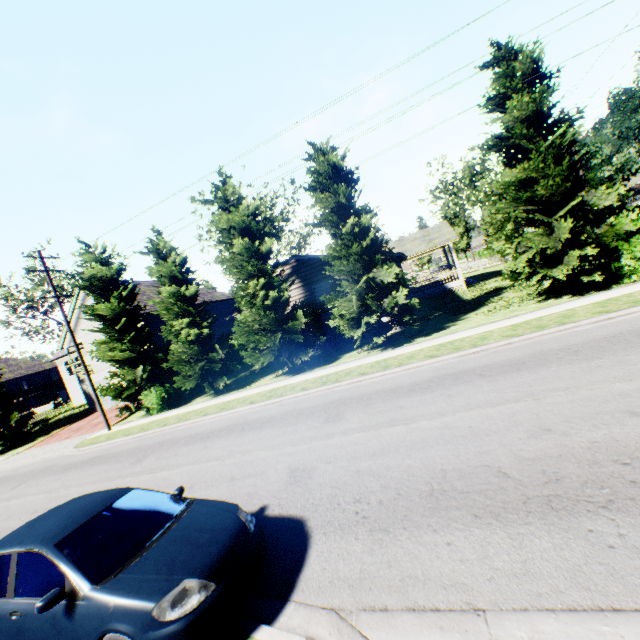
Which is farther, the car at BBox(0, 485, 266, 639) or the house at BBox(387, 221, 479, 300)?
the house at BBox(387, 221, 479, 300)

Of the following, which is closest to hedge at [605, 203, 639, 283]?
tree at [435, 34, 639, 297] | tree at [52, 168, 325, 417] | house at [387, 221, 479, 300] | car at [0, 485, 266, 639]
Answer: tree at [435, 34, 639, 297]

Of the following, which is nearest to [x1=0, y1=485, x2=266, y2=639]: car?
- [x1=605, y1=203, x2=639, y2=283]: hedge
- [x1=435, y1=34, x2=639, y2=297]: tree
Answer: [x1=435, y1=34, x2=639, y2=297]: tree

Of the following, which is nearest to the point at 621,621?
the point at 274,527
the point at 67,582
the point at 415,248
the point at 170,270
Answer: the point at 274,527

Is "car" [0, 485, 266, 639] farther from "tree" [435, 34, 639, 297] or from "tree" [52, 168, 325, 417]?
"tree" [52, 168, 325, 417]

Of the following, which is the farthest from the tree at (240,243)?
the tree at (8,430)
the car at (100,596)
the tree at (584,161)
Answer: the car at (100,596)

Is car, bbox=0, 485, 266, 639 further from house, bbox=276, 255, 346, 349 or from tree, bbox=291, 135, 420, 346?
house, bbox=276, 255, 346, 349

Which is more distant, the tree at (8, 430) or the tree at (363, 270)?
the tree at (8, 430)
